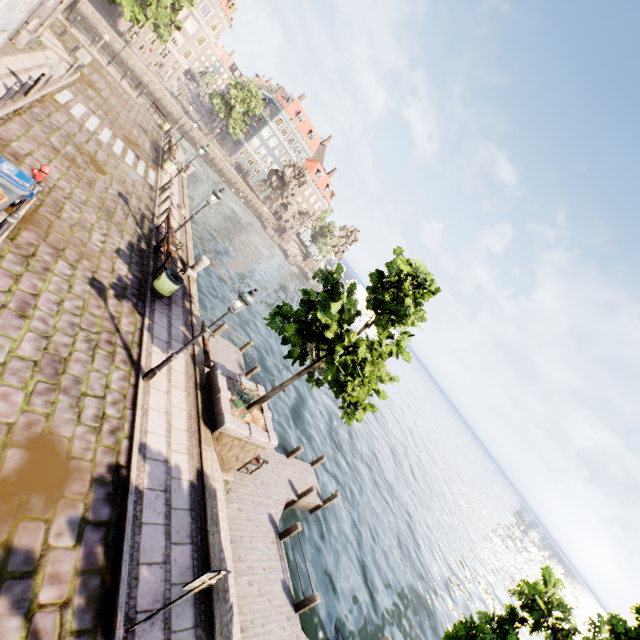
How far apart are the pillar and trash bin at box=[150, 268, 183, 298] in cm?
289

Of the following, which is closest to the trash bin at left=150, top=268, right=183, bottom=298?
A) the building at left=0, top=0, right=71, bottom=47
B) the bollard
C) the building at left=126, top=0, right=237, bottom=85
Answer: the bollard

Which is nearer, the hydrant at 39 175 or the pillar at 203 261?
the hydrant at 39 175

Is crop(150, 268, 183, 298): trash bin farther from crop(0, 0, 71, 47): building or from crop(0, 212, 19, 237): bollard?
crop(0, 0, 71, 47): building

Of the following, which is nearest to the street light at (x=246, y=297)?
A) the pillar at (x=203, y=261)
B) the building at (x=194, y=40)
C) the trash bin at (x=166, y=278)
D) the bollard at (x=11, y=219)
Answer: the trash bin at (x=166, y=278)

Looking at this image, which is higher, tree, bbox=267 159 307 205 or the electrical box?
tree, bbox=267 159 307 205

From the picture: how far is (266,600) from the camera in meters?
9.2 m

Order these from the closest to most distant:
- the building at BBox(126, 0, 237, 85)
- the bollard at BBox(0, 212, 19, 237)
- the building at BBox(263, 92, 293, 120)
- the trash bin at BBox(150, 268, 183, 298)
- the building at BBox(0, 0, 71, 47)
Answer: the bollard at BBox(0, 212, 19, 237) → the building at BBox(0, 0, 71, 47) → the trash bin at BBox(150, 268, 183, 298) → the building at BBox(126, 0, 237, 85) → the building at BBox(263, 92, 293, 120)
